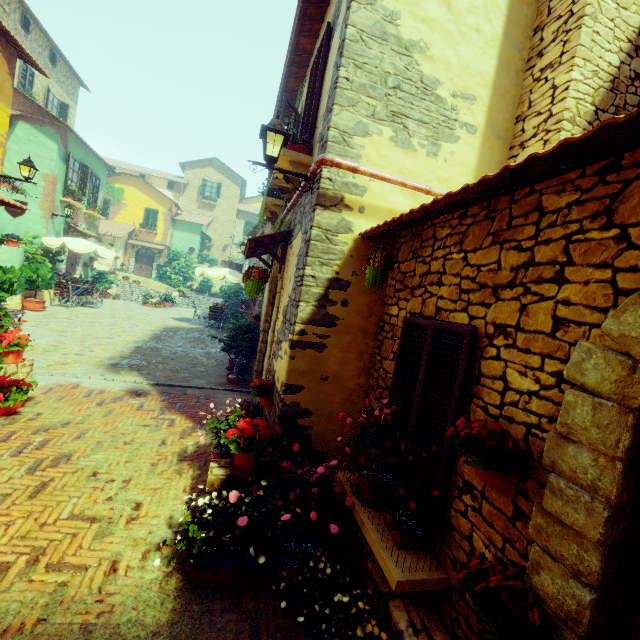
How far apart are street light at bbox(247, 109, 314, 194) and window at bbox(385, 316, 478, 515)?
2.17m

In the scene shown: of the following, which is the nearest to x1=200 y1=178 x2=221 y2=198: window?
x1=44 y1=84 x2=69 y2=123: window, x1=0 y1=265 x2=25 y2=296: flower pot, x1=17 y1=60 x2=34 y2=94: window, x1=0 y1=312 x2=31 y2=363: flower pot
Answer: x1=0 y1=265 x2=25 y2=296: flower pot

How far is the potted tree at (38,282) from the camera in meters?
11.1

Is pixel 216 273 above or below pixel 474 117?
below

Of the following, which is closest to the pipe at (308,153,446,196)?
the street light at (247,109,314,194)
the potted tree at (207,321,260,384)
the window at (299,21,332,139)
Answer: the street light at (247,109,314,194)

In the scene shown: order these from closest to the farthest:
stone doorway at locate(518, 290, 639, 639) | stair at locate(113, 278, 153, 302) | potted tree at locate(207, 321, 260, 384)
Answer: stone doorway at locate(518, 290, 639, 639)
potted tree at locate(207, 321, 260, 384)
stair at locate(113, 278, 153, 302)

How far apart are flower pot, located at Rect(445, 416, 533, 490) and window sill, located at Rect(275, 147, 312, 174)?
3.94m

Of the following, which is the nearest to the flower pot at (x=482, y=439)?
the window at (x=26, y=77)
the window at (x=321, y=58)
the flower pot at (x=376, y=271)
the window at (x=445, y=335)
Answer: the window at (x=445, y=335)
